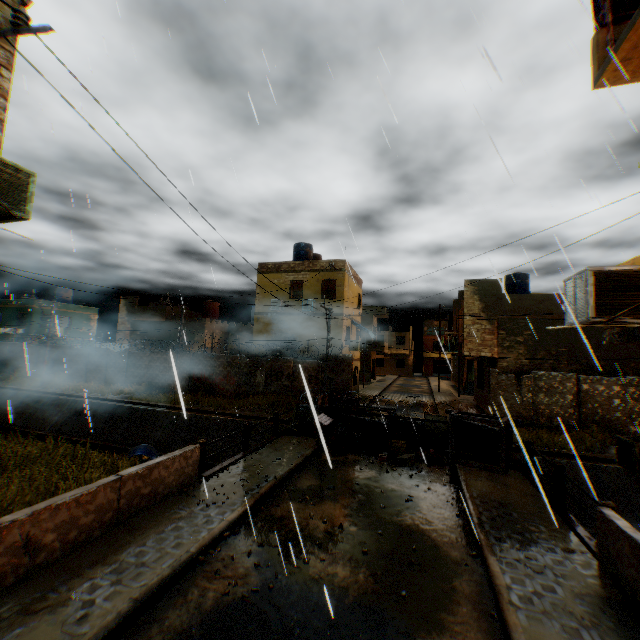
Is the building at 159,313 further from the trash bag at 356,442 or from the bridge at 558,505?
the trash bag at 356,442

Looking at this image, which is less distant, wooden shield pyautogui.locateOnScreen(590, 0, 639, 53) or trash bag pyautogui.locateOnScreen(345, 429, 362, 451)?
wooden shield pyautogui.locateOnScreen(590, 0, 639, 53)

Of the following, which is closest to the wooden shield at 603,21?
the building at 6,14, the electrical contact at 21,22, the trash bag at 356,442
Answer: the building at 6,14

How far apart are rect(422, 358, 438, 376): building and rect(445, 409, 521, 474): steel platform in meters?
49.1

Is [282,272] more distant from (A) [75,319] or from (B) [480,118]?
(A) [75,319]

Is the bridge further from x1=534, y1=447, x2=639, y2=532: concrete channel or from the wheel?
the wheel

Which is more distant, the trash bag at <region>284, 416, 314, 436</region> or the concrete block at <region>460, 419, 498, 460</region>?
the trash bag at <region>284, 416, 314, 436</region>

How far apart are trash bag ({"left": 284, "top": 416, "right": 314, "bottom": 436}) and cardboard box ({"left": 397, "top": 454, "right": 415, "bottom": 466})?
3.65m
